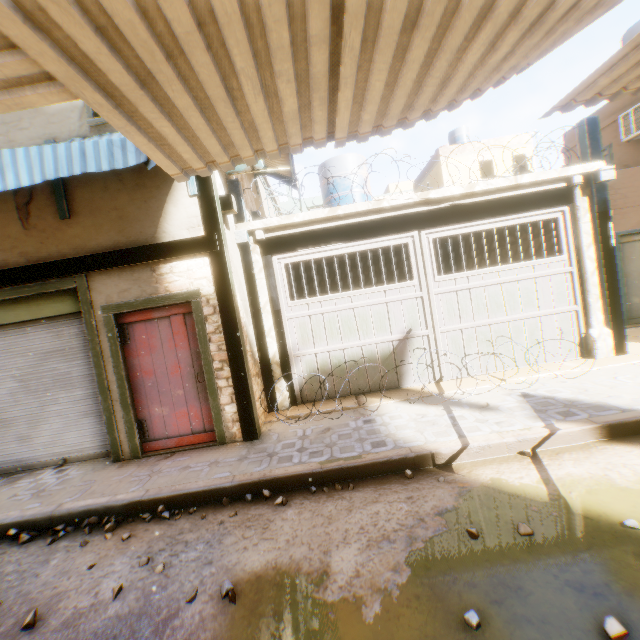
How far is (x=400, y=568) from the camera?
2.52m

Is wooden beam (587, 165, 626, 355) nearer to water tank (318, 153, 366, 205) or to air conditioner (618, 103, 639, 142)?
water tank (318, 153, 366, 205)

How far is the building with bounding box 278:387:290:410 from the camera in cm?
627

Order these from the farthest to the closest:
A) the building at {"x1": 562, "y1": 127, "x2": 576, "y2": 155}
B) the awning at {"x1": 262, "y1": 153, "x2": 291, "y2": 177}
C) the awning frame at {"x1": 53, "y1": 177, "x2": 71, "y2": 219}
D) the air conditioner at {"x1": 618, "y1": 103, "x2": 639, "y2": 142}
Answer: the building at {"x1": 562, "y1": 127, "x2": 576, "y2": 155} < the air conditioner at {"x1": 618, "y1": 103, "x2": 639, "y2": 142} < the awning at {"x1": 262, "y1": 153, "x2": 291, "y2": 177} < the awning frame at {"x1": 53, "y1": 177, "x2": 71, "y2": 219}

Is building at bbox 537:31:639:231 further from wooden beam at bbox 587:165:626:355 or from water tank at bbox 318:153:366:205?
water tank at bbox 318:153:366:205

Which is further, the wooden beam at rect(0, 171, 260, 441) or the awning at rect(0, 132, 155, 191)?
the wooden beam at rect(0, 171, 260, 441)

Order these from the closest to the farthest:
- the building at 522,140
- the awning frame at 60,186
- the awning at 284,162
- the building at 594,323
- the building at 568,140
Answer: the awning frame at 60,186, the building at 594,323, the awning at 284,162, the building at 568,140, the building at 522,140

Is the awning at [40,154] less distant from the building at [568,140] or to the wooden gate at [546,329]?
the building at [568,140]
